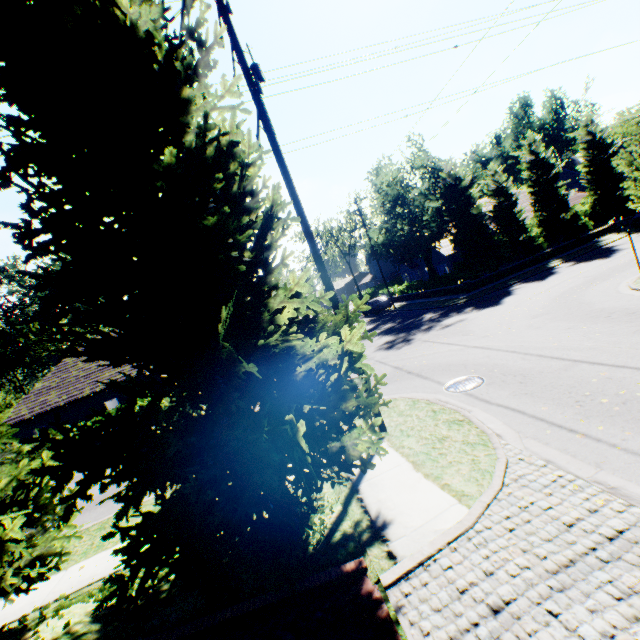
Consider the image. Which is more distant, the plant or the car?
the plant

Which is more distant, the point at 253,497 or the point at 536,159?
the point at 536,159

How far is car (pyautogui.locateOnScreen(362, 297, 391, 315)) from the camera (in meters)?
34.12

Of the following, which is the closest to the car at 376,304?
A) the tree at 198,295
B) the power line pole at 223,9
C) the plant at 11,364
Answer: the tree at 198,295

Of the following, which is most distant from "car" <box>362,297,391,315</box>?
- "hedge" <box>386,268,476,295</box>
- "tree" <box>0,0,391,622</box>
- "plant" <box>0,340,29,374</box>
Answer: "plant" <box>0,340,29,374</box>

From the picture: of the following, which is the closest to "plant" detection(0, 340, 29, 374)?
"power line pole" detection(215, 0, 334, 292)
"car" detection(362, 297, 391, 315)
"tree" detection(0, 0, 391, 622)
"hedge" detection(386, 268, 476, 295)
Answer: "tree" detection(0, 0, 391, 622)

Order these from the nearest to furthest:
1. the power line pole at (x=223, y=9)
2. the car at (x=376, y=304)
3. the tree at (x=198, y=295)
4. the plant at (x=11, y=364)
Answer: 1. the tree at (x=198, y=295)
2. the power line pole at (x=223, y=9)
3. the car at (x=376, y=304)
4. the plant at (x=11, y=364)

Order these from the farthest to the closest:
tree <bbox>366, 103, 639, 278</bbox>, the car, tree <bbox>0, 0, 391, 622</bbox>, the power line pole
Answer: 1. the car
2. tree <bbox>366, 103, 639, 278</bbox>
3. the power line pole
4. tree <bbox>0, 0, 391, 622</bbox>
